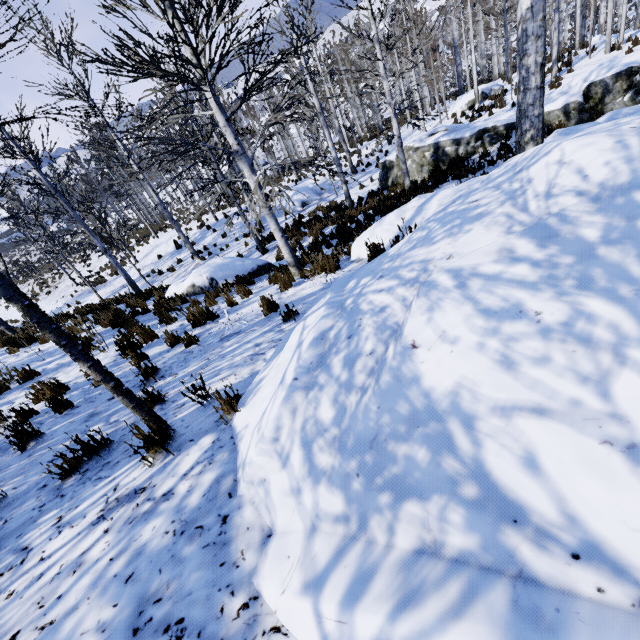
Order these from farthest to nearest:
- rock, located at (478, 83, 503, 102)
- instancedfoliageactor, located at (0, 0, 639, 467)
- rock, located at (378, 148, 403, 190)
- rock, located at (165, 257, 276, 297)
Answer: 1. rock, located at (478, 83, 503, 102)
2. rock, located at (378, 148, 403, 190)
3. rock, located at (165, 257, 276, 297)
4. instancedfoliageactor, located at (0, 0, 639, 467)

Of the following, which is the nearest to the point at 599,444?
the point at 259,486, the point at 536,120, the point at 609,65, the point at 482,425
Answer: the point at 482,425

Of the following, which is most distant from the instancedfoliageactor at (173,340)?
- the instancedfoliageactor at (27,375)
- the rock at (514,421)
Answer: the instancedfoliageactor at (27,375)

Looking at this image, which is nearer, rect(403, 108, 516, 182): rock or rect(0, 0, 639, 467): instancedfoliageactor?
rect(0, 0, 639, 467): instancedfoliageactor

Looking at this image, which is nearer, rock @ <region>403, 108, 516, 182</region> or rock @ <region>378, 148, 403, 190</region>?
rock @ <region>403, 108, 516, 182</region>

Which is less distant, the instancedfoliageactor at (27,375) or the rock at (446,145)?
the instancedfoliageactor at (27,375)

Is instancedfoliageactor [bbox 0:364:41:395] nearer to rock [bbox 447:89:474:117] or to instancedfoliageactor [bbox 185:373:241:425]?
Result: instancedfoliageactor [bbox 185:373:241:425]

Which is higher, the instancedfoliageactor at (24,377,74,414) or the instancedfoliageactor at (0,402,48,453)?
the instancedfoliageactor at (0,402,48,453)
